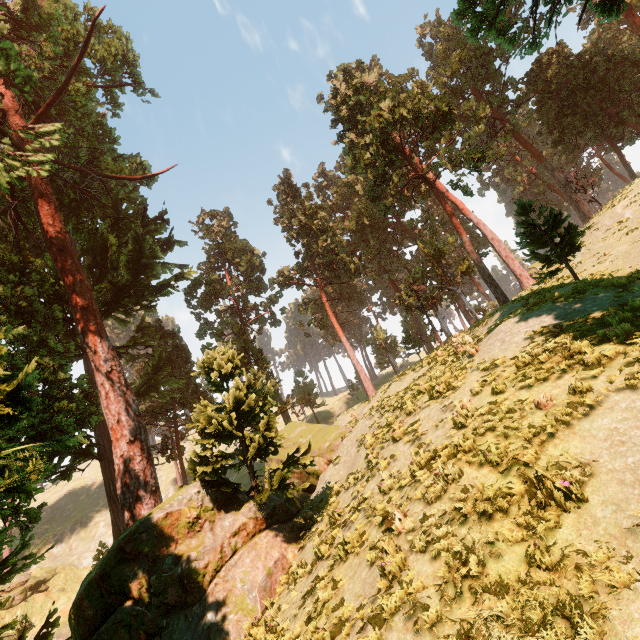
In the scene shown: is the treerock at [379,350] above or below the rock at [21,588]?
above

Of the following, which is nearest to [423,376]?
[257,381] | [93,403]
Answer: [257,381]

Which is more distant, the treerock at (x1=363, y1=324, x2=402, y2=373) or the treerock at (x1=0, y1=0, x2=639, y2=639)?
the treerock at (x1=363, y1=324, x2=402, y2=373)

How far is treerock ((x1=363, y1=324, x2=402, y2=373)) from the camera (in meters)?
45.69

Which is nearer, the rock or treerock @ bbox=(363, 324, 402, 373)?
A: the rock

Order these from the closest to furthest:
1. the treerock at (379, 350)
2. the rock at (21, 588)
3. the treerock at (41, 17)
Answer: the treerock at (41, 17), the rock at (21, 588), the treerock at (379, 350)

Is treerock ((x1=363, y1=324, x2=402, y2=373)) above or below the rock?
above
